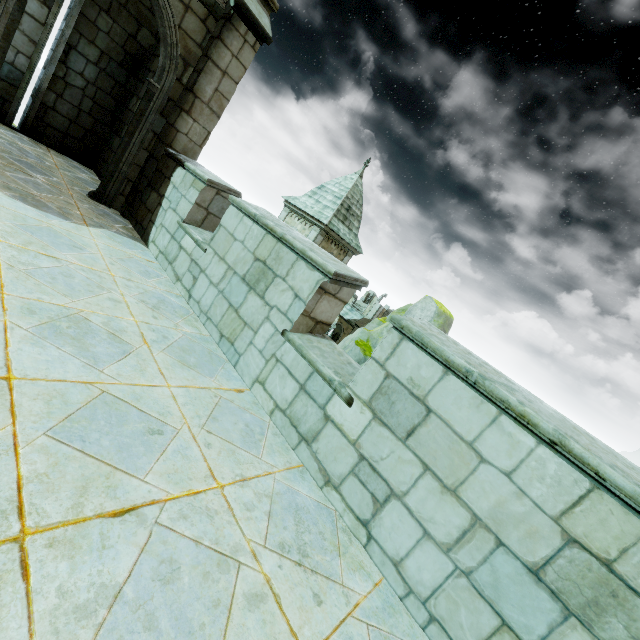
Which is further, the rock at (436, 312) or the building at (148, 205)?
the rock at (436, 312)

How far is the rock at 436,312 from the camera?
14.63m

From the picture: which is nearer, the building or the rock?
the building

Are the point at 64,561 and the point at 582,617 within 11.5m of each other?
yes

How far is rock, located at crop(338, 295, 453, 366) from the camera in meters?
14.6
